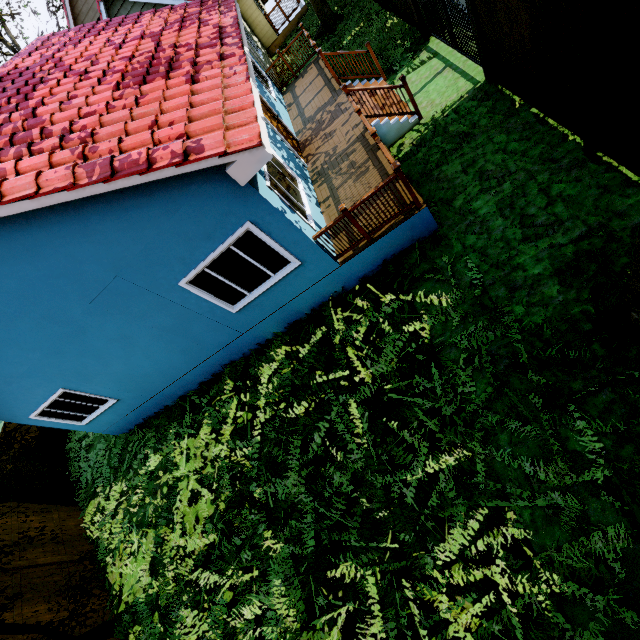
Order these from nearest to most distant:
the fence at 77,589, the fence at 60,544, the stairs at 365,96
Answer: the fence at 77,589
the stairs at 365,96
the fence at 60,544

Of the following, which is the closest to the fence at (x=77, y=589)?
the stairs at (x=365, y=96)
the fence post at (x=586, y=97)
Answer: the fence post at (x=586, y=97)

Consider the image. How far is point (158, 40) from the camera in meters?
7.9 m

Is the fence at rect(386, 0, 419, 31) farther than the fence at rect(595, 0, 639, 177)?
Yes

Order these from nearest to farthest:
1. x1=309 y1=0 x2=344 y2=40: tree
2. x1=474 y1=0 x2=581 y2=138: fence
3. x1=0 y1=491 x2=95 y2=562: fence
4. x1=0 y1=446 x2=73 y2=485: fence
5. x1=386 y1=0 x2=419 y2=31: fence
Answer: x1=474 y1=0 x2=581 y2=138: fence < x1=0 y1=491 x2=95 y2=562: fence < x1=386 y1=0 x2=419 y2=31: fence < x1=0 y1=446 x2=73 y2=485: fence < x1=309 y1=0 x2=344 y2=40: tree

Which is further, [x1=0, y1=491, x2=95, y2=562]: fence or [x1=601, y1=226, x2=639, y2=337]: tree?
[x1=0, y1=491, x2=95, y2=562]: fence

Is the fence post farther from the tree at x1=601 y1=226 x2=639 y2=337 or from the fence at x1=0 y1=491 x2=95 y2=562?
the tree at x1=601 y1=226 x2=639 y2=337
